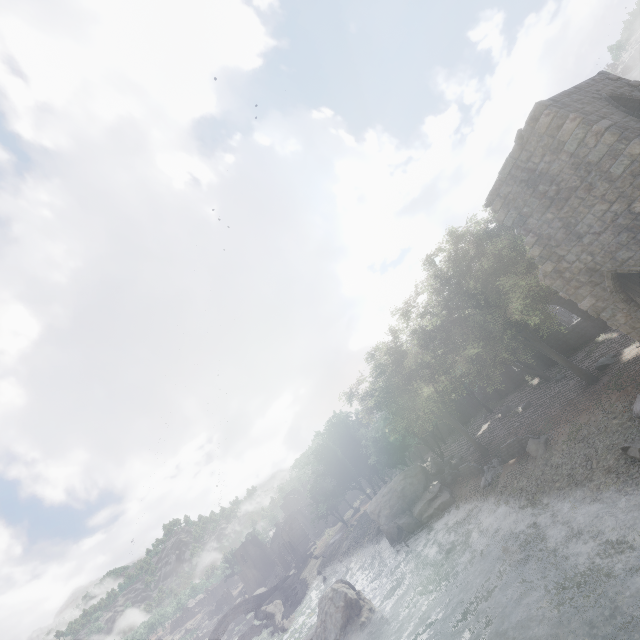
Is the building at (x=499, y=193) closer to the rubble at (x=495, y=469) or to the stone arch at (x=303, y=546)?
the stone arch at (x=303, y=546)

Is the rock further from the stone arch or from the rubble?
the rubble

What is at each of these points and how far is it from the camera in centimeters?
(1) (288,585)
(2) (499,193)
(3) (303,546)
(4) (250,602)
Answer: (1) rock, 5153cm
(2) building, 1417cm
(3) stone arch, 5759cm
(4) bridge, 5209cm

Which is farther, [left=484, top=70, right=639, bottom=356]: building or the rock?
the rock

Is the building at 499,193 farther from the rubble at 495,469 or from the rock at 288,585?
the rock at 288,585

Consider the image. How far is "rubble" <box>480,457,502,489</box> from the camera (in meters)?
21.02

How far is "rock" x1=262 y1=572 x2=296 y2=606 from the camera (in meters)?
51.25

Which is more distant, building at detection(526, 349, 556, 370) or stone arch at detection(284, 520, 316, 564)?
stone arch at detection(284, 520, 316, 564)
